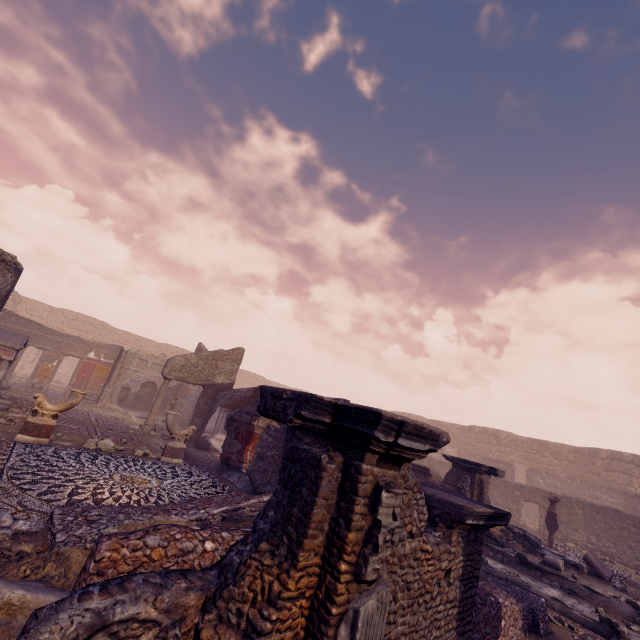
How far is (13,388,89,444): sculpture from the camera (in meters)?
7.00

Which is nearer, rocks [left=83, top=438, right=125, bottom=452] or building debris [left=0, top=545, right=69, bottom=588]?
building debris [left=0, top=545, right=69, bottom=588]

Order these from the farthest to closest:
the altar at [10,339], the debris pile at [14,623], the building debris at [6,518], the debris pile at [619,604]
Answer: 1. the altar at [10,339]
2. the debris pile at [619,604]
3. the building debris at [6,518]
4. the debris pile at [14,623]

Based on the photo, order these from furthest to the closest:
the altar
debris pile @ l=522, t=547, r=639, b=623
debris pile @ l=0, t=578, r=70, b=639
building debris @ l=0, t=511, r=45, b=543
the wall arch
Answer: the wall arch < the altar < debris pile @ l=522, t=547, r=639, b=623 < building debris @ l=0, t=511, r=45, b=543 < debris pile @ l=0, t=578, r=70, b=639

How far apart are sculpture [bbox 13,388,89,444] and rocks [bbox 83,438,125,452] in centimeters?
80cm

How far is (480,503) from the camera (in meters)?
3.80

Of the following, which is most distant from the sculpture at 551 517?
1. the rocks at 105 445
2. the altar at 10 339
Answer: the altar at 10 339

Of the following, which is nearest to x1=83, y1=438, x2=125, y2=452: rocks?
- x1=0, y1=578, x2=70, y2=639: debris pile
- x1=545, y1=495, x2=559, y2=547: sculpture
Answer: x1=0, y1=578, x2=70, y2=639: debris pile
